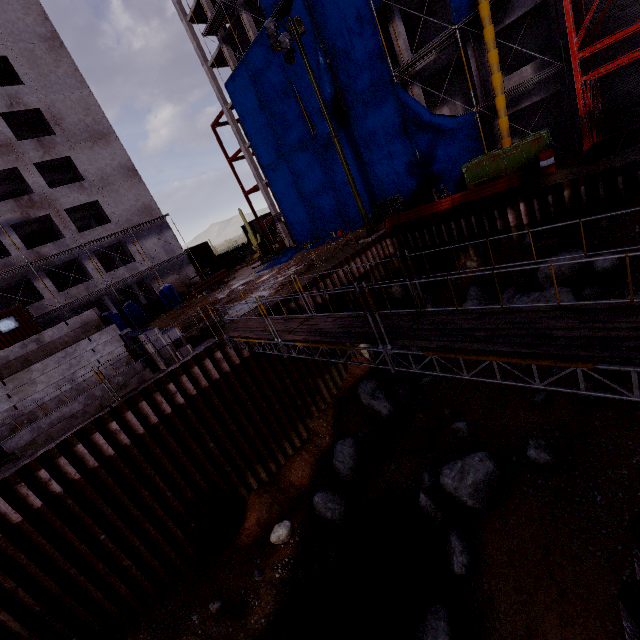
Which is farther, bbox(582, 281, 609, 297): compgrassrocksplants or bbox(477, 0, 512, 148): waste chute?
bbox(477, 0, 512, 148): waste chute

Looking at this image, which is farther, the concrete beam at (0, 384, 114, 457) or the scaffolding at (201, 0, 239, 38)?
the scaffolding at (201, 0, 239, 38)

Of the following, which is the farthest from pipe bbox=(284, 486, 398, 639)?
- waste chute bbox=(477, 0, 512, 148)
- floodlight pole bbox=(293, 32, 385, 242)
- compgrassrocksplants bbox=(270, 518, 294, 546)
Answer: waste chute bbox=(477, 0, 512, 148)

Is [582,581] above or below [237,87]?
below

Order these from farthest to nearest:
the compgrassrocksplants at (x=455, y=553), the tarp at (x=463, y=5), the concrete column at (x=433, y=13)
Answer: the concrete column at (x=433, y=13) < the tarp at (x=463, y=5) < the compgrassrocksplants at (x=455, y=553)

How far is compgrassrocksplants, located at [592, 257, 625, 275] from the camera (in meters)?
9.23

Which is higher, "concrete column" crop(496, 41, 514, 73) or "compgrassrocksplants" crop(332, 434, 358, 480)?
"concrete column" crop(496, 41, 514, 73)

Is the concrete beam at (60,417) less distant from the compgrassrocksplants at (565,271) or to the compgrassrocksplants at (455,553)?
the compgrassrocksplants at (455,553)
